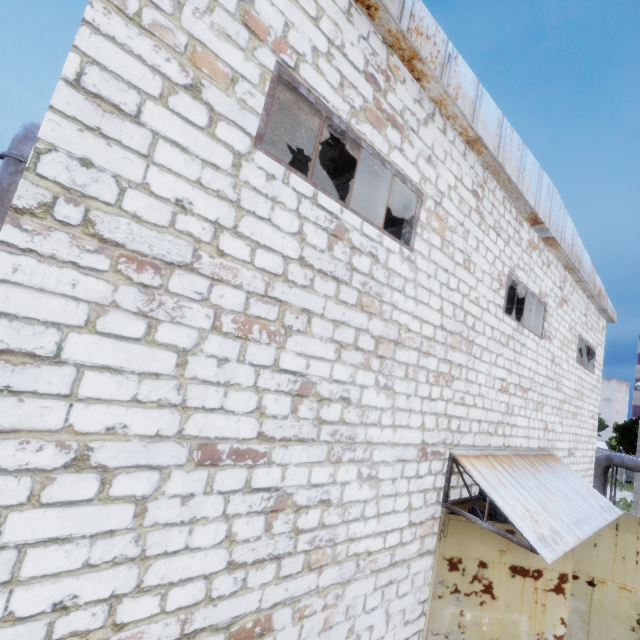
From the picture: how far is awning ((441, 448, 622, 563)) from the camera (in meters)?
4.99

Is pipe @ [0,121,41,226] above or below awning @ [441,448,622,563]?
above

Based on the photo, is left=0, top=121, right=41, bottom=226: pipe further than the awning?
Yes

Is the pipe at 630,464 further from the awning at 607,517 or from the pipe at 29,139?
the pipe at 29,139

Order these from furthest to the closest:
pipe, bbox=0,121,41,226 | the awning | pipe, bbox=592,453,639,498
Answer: pipe, bbox=592,453,639,498
pipe, bbox=0,121,41,226
the awning

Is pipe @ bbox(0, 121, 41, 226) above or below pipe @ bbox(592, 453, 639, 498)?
above

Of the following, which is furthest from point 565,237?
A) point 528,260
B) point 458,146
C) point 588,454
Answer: point 588,454

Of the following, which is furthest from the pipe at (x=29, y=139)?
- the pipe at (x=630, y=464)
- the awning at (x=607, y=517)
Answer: the pipe at (x=630, y=464)
